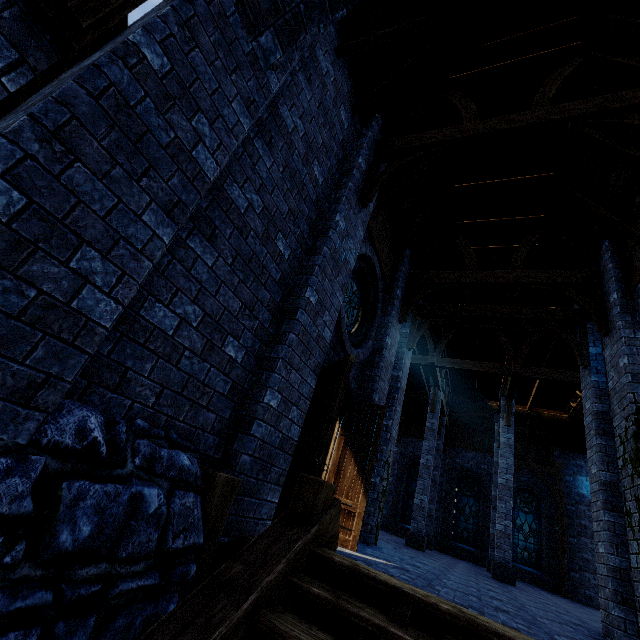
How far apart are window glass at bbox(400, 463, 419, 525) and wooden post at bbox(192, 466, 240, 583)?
20.8m

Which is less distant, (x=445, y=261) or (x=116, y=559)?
(x=116, y=559)

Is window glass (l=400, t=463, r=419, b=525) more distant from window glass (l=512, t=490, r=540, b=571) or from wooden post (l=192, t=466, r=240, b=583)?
wooden post (l=192, t=466, r=240, b=583)

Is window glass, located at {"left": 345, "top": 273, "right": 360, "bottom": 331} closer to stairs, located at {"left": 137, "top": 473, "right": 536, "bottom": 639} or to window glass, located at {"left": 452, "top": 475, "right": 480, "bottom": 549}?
stairs, located at {"left": 137, "top": 473, "right": 536, "bottom": 639}

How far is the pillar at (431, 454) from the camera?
12.86m

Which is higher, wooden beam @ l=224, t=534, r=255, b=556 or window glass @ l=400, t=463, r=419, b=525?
window glass @ l=400, t=463, r=419, b=525

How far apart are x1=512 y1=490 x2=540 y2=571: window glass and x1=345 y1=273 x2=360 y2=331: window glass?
18.2m

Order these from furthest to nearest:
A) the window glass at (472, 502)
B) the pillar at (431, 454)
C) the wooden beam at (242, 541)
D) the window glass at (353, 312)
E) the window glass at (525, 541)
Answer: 1. the window glass at (472, 502)
2. the window glass at (525, 541)
3. the pillar at (431, 454)
4. the window glass at (353, 312)
5. the wooden beam at (242, 541)
